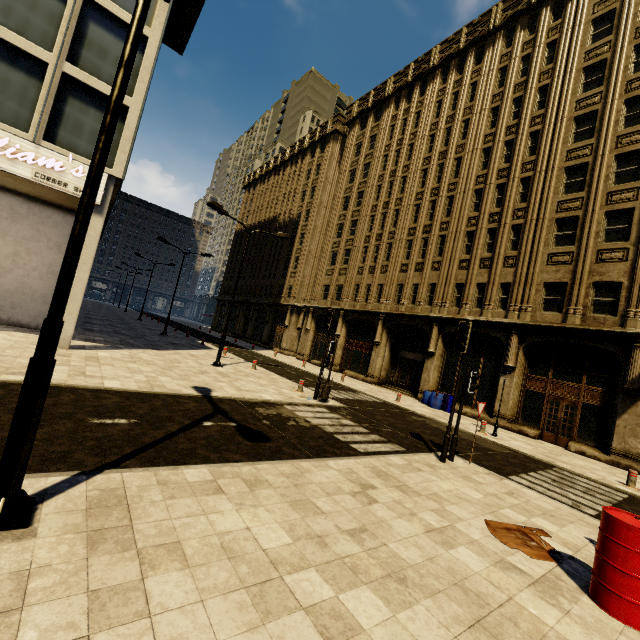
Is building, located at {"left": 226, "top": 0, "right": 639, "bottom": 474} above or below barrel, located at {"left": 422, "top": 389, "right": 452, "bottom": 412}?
above

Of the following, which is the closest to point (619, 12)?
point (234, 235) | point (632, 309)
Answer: point (632, 309)

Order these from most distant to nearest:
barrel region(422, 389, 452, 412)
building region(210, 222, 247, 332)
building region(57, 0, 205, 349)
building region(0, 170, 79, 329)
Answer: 1. building region(210, 222, 247, 332)
2. barrel region(422, 389, 452, 412)
3. building region(0, 170, 79, 329)
4. building region(57, 0, 205, 349)

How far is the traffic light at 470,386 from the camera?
8.9m

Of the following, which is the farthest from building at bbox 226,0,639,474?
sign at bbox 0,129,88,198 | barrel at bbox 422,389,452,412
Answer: barrel at bbox 422,389,452,412

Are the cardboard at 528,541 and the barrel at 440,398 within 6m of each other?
no

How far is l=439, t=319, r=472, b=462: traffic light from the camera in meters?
8.7
